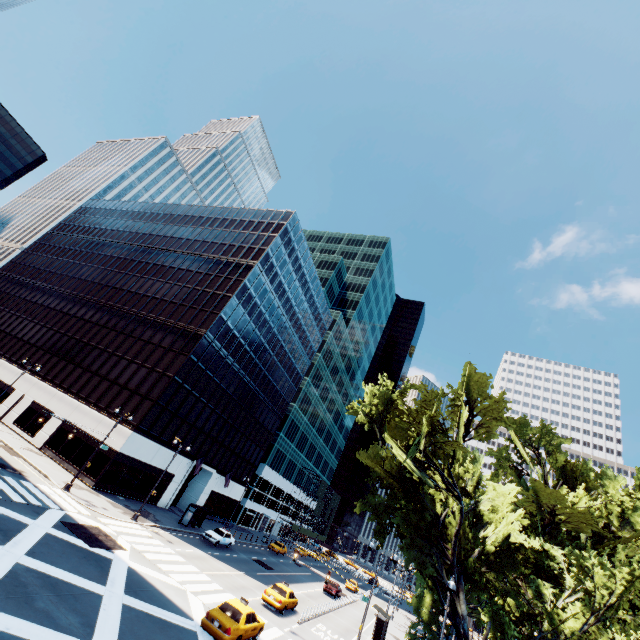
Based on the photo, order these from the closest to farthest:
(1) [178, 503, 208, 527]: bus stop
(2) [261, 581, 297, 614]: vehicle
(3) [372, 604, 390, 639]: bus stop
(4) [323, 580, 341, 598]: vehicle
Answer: (2) [261, 581, 297, 614]: vehicle, (3) [372, 604, 390, 639]: bus stop, (1) [178, 503, 208, 527]: bus stop, (4) [323, 580, 341, 598]: vehicle

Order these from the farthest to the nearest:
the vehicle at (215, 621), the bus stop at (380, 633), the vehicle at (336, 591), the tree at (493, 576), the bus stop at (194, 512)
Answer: the vehicle at (336, 591) → the bus stop at (194, 512) → the bus stop at (380, 633) → the tree at (493, 576) → the vehicle at (215, 621)

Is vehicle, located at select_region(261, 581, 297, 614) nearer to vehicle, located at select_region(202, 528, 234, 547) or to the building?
vehicle, located at select_region(202, 528, 234, 547)

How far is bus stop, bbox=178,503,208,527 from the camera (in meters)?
36.31

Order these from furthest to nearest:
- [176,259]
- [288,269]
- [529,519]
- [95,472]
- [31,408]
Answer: [288,269] < [176,259] < [31,408] < [95,472] < [529,519]

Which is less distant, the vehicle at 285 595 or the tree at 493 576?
the tree at 493 576

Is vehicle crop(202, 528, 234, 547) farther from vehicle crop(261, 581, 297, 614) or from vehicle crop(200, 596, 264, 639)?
vehicle crop(200, 596, 264, 639)

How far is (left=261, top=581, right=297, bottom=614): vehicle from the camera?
24.89m
